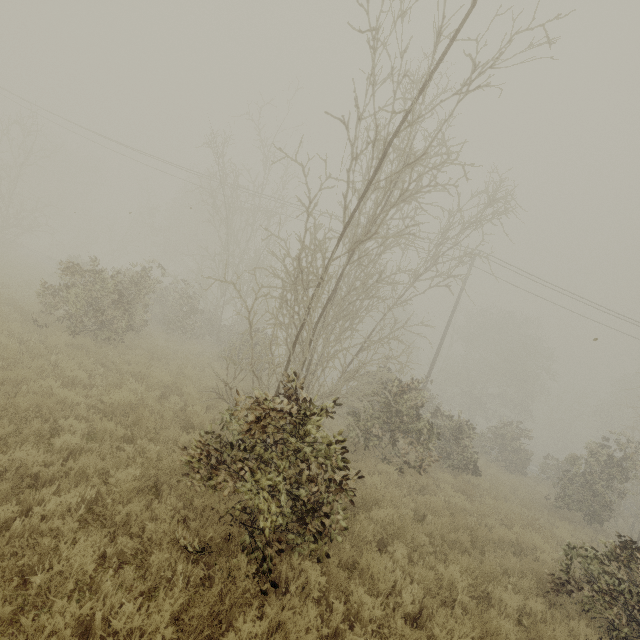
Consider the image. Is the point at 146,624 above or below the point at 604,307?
below
